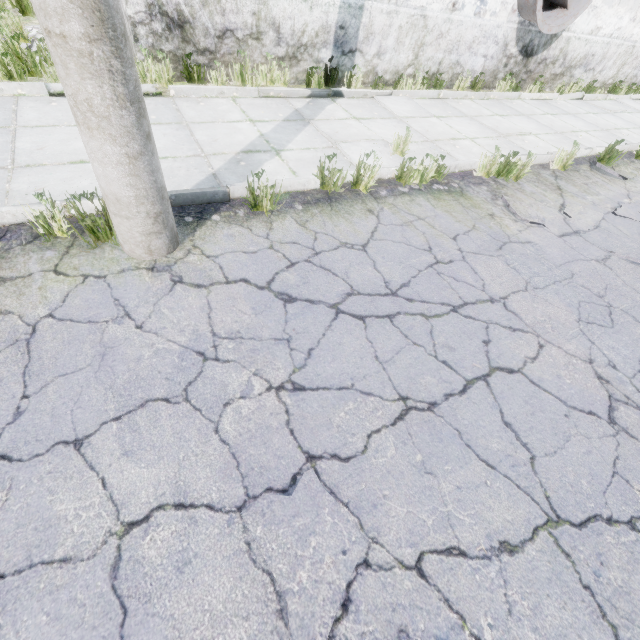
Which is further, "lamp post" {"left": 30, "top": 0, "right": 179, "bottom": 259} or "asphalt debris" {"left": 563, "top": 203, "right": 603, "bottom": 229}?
"asphalt debris" {"left": 563, "top": 203, "right": 603, "bottom": 229}

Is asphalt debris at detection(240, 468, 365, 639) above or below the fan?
below

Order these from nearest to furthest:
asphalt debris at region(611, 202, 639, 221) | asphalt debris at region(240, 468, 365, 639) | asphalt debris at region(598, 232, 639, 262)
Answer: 1. asphalt debris at region(240, 468, 365, 639)
2. asphalt debris at region(598, 232, 639, 262)
3. asphalt debris at region(611, 202, 639, 221)

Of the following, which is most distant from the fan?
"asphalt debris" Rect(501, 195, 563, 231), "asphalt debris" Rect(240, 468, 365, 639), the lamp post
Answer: "asphalt debris" Rect(240, 468, 365, 639)

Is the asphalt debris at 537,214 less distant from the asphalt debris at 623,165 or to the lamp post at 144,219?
the asphalt debris at 623,165

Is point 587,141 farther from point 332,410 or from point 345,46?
point 332,410

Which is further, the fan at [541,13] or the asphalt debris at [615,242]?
the fan at [541,13]

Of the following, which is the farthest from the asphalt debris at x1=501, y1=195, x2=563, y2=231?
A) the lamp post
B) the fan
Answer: the fan
